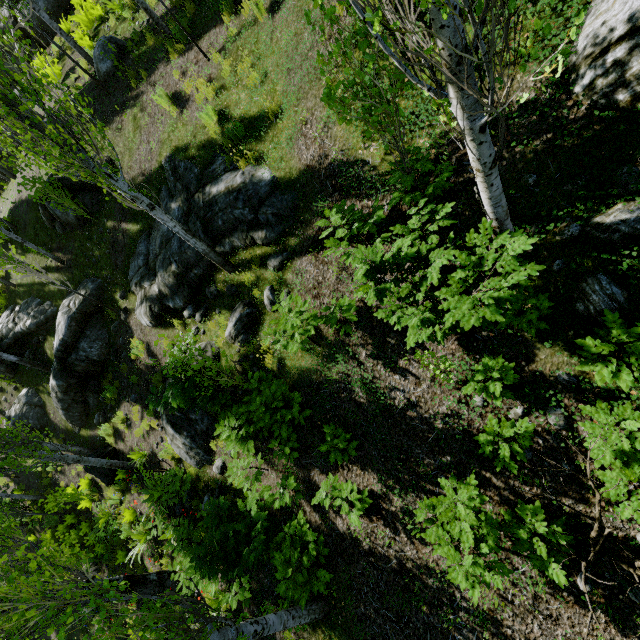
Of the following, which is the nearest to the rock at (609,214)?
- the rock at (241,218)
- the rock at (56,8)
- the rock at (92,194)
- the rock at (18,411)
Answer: the rock at (241,218)

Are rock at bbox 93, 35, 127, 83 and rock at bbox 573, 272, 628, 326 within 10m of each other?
no

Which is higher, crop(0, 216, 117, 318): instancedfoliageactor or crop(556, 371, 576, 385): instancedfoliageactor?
crop(0, 216, 117, 318): instancedfoliageactor

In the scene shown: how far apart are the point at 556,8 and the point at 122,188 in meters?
6.7

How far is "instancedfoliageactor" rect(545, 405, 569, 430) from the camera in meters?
3.7 m

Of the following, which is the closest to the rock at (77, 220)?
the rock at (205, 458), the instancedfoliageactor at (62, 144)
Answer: the instancedfoliageactor at (62, 144)

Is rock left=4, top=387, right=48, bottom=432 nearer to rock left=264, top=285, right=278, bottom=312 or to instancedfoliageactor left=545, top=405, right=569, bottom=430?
instancedfoliageactor left=545, top=405, right=569, bottom=430

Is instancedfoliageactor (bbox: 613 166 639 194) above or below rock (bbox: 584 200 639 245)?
above
